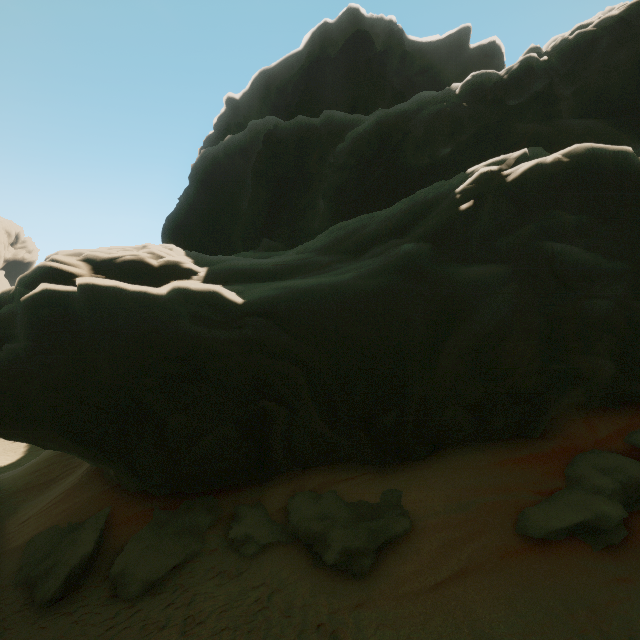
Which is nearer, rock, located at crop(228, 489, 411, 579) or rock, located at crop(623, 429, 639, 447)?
rock, located at crop(228, 489, 411, 579)

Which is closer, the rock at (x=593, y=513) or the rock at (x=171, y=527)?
the rock at (x=593, y=513)

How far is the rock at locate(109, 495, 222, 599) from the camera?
8.62m

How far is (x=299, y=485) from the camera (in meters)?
10.66
